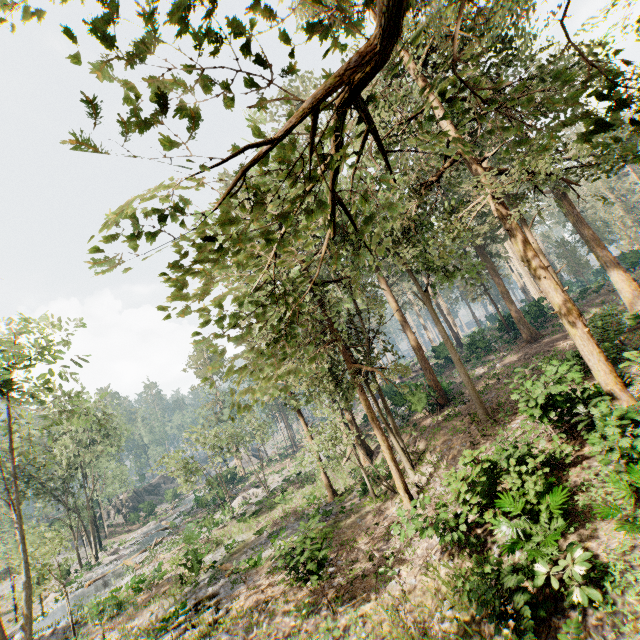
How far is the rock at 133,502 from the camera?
51.17m

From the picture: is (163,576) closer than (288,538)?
No

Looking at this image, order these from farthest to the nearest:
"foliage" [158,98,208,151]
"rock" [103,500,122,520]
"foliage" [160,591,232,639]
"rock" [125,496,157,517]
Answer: "rock" [103,500,122,520]
"rock" [125,496,157,517]
"foliage" [160,591,232,639]
"foliage" [158,98,208,151]

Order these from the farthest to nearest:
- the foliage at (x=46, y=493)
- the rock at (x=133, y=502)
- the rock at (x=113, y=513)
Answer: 1. the rock at (x=113, y=513)
2. the rock at (x=133, y=502)
3. the foliage at (x=46, y=493)

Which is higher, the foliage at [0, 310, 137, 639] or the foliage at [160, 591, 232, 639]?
the foliage at [0, 310, 137, 639]

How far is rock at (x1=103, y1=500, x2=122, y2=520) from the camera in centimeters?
5509cm

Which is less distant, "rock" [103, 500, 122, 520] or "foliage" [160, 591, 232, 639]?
"foliage" [160, 591, 232, 639]
